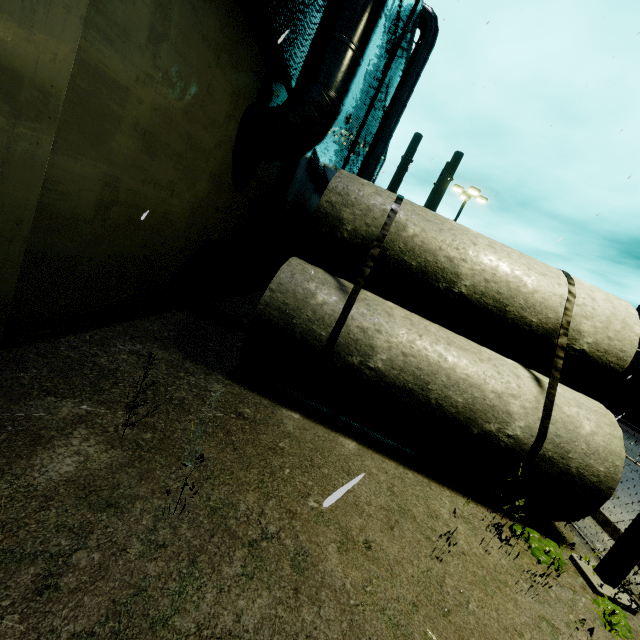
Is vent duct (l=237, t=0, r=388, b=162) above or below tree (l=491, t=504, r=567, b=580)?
above

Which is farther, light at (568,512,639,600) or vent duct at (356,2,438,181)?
vent duct at (356,2,438,181)

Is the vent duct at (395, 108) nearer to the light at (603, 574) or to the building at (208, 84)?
the building at (208, 84)

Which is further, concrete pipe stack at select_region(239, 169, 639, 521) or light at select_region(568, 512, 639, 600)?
concrete pipe stack at select_region(239, 169, 639, 521)

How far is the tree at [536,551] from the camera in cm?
345

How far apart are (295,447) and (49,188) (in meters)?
3.84

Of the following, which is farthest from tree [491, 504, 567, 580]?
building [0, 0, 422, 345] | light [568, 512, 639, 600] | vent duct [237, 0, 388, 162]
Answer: vent duct [237, 0, 388, 162]

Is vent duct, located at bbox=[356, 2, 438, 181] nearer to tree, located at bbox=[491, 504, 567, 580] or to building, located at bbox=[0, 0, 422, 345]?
building, located at bbox=[0, 0, 422, 345]
